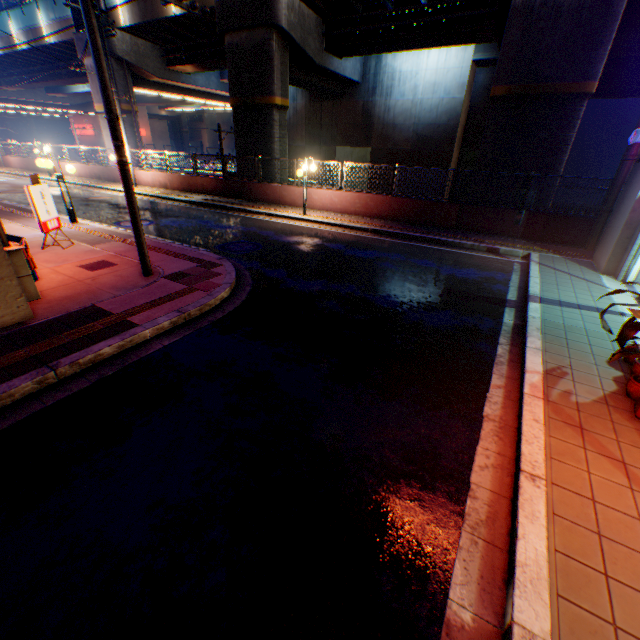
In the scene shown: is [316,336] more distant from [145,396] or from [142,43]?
[142,43]

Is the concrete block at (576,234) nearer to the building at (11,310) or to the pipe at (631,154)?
the building at (11,310)

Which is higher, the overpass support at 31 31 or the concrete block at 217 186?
the overpass support at 31 31

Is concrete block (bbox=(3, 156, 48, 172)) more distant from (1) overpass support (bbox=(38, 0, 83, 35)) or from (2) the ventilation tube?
(2) the ventilation tube

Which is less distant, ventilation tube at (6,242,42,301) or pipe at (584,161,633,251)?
ventilation tube at (6,242,42,301)

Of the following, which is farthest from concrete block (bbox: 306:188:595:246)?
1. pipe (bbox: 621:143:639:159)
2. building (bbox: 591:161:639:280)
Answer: pipe (bbox: 621:143:639:159)

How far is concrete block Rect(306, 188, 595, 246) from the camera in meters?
11.5 m

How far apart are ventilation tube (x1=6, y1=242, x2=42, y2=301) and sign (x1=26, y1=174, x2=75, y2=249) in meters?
2.8 m
